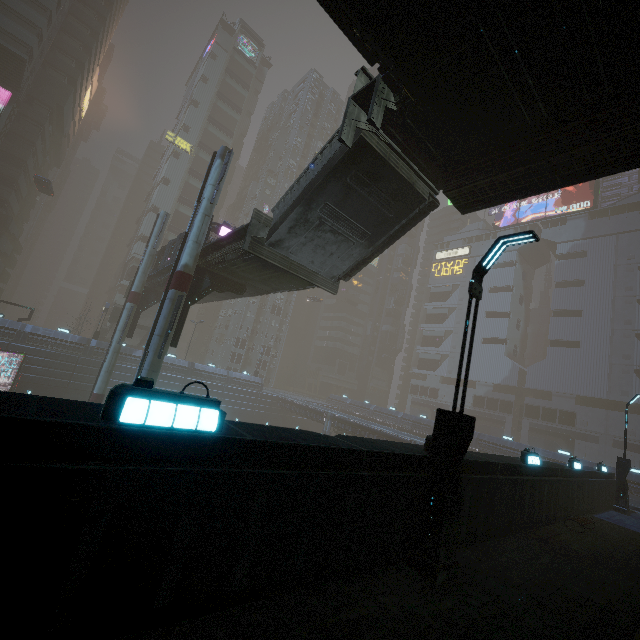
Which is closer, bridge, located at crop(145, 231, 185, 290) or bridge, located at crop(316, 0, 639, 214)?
bridge, located at crop(316, 0, 639, 214)

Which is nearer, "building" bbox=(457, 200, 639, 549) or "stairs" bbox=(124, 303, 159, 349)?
"building" bbox=(457, 200, 639, 549)

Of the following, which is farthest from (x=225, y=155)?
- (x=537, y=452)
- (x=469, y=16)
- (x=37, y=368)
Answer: (x=537, y=452)

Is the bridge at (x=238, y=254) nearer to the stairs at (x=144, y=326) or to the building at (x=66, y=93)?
the stairs at (x=144, y=326)

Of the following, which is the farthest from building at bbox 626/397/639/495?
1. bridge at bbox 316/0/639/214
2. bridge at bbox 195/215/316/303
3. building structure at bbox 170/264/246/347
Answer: building structure at bbox 170/264/246/347

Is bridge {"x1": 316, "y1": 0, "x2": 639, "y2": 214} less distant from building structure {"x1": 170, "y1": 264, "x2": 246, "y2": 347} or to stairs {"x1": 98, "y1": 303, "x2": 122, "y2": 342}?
building structure {"x1": 170, "y1": 264, "x2": 246, "y2": 347}

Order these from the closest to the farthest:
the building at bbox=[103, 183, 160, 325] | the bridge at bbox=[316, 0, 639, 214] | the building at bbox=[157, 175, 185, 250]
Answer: the bridge at bbox=[316, 0, 639, 214] → the building at bbox=[103, 183, 160, 325] → the building at bbox=[157, 175, 185, 250]

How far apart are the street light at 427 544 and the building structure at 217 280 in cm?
1521
